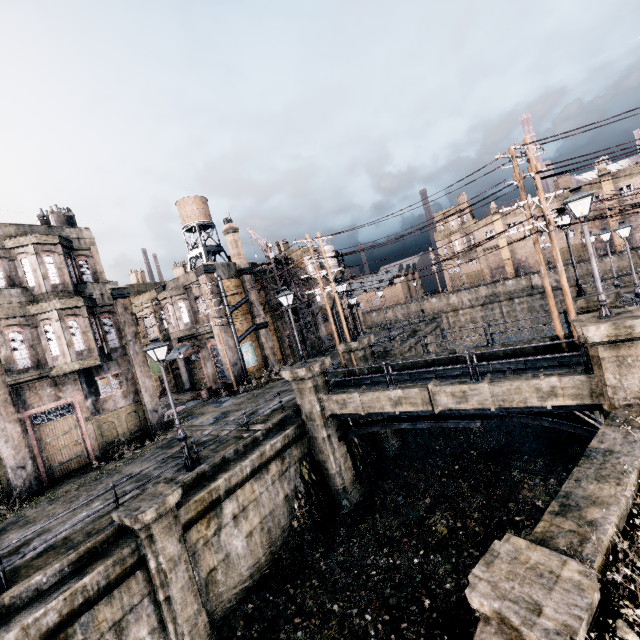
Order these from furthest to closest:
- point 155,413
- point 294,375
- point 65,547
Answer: point 155,413, point 294,375, point 65,547

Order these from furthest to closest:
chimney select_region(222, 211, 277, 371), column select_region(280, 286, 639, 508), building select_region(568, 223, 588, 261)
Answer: building select_region(568, 223, 588, 261), chimney select_region(222, 211, 277, 371), column select_region(280, 286, 639, 508)

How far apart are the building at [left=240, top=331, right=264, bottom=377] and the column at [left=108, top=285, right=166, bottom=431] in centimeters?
962cm

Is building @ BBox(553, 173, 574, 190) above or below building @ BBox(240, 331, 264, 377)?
above

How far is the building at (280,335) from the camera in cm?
3588

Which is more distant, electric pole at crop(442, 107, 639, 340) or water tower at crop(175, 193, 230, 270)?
water tower at crop(175, 193, 230, 270)

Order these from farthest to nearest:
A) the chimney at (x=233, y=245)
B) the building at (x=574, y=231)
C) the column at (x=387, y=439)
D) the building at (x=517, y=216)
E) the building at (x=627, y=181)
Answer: the building at (x=517, y=216)
the building at (x=574, y=231)
the building at (x=627, y=181)
the chimney at (x=233, y=245)
the column at (x=387, y=439)

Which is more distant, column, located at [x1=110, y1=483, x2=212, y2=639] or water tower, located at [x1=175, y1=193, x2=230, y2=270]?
water tower, located at [x1=175, y1=193, x2=230, y2=270]
